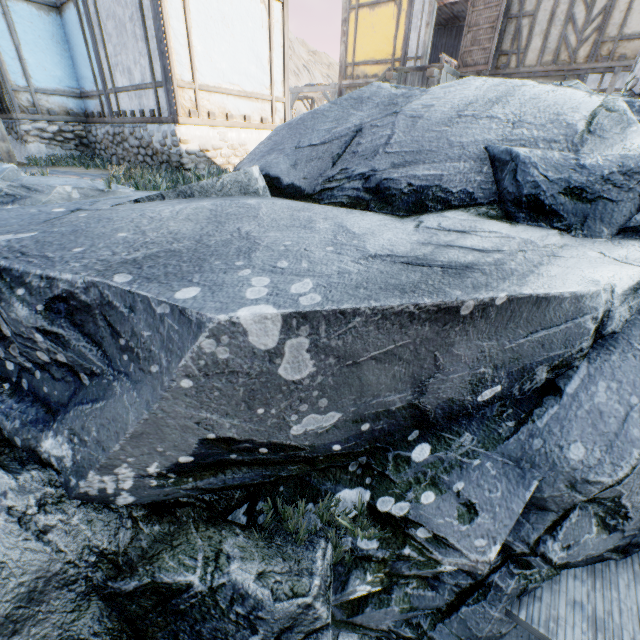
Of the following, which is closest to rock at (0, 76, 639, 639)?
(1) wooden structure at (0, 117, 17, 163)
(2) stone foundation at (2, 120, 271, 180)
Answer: (2) stone foundation at (2, 120, 271, 180)

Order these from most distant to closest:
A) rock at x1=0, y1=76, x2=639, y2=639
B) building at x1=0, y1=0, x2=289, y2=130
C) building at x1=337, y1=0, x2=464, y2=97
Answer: building at x1=337, y1=0, x2=464, y2=97, building at x1=0, y1=0, x2=289, y2=130, rock at x1=0, y1=76, x2=639, y2=639

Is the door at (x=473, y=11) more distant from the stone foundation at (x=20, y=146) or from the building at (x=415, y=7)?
the stone foundation at (x=20, y=146)

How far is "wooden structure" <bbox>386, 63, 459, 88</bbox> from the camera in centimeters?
1002cm

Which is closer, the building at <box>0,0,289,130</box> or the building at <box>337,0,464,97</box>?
the building at <box>0,0,289,130</box>

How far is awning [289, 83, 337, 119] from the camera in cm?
1420

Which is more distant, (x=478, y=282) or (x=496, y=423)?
(x=496, y=423)

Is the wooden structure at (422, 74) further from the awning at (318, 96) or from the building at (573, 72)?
the awning at (318, 96)
